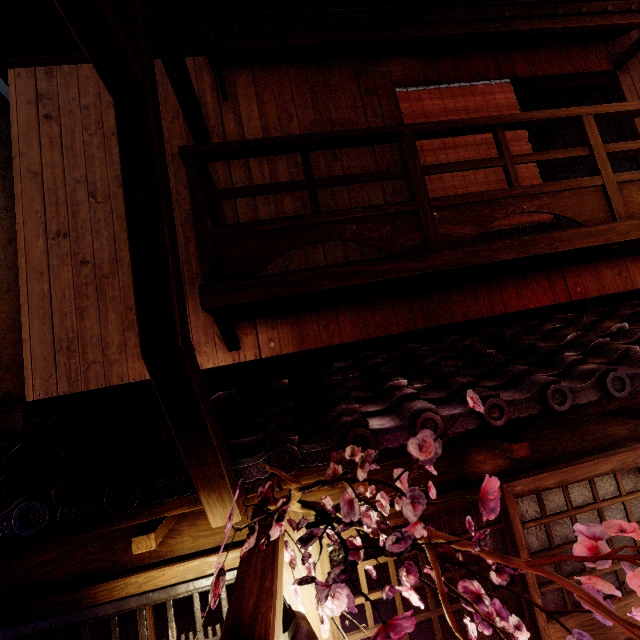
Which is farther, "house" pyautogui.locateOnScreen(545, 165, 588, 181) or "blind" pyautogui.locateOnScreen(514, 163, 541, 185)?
"house" pyautogui.locateOnScreen(545, 165, 588, 181)

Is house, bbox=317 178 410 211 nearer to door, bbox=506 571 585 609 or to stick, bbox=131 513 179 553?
stick, bbox=131 513 179 553

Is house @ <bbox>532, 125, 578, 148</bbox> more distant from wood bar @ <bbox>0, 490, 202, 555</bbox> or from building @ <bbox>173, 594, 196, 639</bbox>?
building @ <bbox>173, 594, 196, 639</bbox>

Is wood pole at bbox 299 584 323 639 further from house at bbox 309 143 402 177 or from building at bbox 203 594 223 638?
house at bbox 309 143 402 177

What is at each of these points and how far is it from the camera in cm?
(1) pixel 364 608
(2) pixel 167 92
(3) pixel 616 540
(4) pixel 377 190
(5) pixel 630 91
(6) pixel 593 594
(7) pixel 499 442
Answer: (1) door, 484
(2) house, 770
(3) door, 522
(4) house, 782
(5) house, 913
(6) plant, 255
(7) stick, 475

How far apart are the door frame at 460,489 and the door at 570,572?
0.01m

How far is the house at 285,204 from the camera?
7.36m

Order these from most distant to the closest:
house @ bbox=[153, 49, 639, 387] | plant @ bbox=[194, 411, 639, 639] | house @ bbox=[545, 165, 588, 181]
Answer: house @ bbox=[545, 165, 588, 181], house @ bbox=[153, 49, 639, 387], plant @ bbox=[194, 411, 639, 639]
